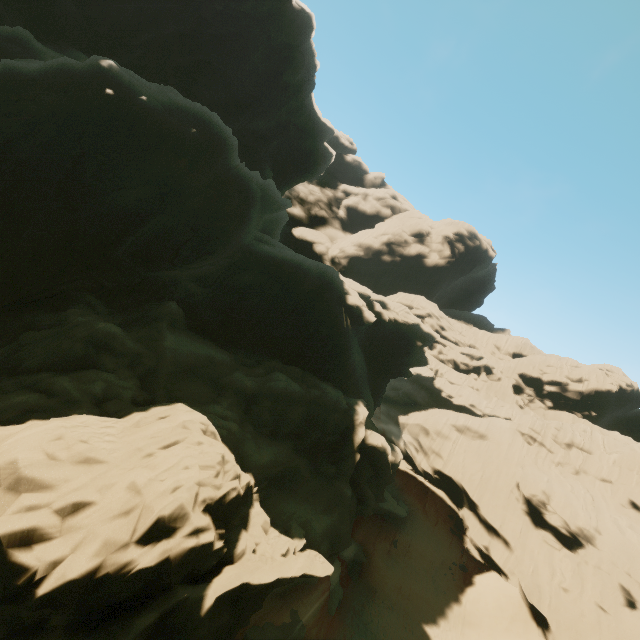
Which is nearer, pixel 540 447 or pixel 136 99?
pixel 136 99

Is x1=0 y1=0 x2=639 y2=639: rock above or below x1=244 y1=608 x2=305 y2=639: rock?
above

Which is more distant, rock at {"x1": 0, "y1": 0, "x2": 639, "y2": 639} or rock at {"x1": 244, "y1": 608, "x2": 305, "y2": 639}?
rock at {"x1": 244, "y1": 608, "x2": 305, "y2": 639}

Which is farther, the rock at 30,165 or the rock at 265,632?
the rock at 265,632

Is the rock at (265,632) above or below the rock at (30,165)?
below
